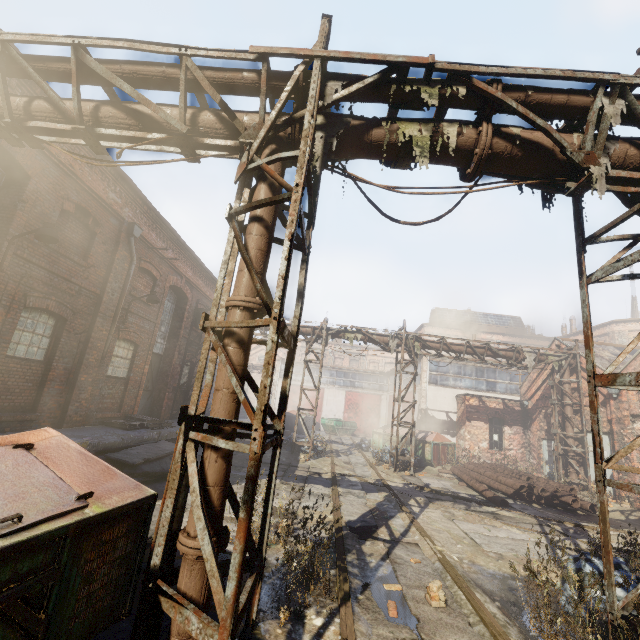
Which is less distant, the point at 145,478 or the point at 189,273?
the point at 145,478

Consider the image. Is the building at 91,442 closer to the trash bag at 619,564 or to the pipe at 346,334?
the pipe at 346,334

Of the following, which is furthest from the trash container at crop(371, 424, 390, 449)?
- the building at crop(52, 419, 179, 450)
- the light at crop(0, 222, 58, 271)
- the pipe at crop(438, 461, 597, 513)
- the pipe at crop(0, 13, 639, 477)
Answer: the light at crop(0, 222, 58, 271)

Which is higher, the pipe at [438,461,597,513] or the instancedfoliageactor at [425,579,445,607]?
the pipe at [438,461,597,513]

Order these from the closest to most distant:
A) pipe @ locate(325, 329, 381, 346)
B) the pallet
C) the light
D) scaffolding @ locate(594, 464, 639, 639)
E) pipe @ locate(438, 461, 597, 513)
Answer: scaffolding @ locate(594, 464, 639, 639) < the light < the pallet < pipe @ locate(438, 461, 597, 513) < pipe @ locate(325, 329, 381, 346)

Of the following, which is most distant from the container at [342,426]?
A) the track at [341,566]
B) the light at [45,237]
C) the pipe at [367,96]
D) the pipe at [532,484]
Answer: the light at [45,237]

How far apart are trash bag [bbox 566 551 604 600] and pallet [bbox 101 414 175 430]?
11.17m

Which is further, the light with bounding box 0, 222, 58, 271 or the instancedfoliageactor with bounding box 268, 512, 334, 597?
the light with bounding box 0, 222, 58, 271
